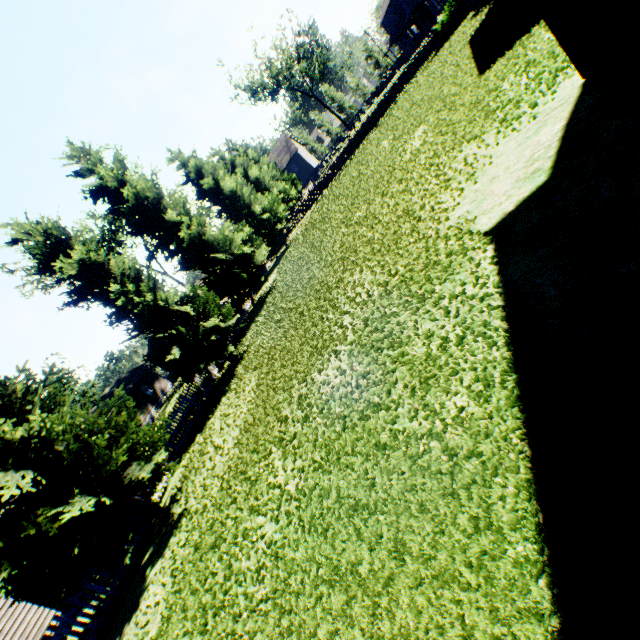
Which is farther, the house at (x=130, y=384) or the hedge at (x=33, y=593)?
the house at (x=130, y=384)

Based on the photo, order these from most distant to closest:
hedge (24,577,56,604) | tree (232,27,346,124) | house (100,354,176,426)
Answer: tree (232,27,346,124)
house (100,354,176,426)
hedge (24,577,56,604)

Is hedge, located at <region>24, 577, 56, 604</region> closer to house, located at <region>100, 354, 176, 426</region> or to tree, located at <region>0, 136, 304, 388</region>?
house, located at <region>100, 354, 176, 426</region>

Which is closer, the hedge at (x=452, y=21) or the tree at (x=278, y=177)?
the tree at (x=278, y=177)

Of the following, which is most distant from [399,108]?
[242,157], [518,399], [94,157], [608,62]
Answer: [242,157]

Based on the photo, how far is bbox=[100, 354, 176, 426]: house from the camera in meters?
36.4

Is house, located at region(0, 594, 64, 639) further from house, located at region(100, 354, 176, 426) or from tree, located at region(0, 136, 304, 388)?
tree, located at region(0, 136, 304, 388)

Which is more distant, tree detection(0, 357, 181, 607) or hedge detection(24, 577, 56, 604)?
hedge detection(24, 577, 56, 604)
